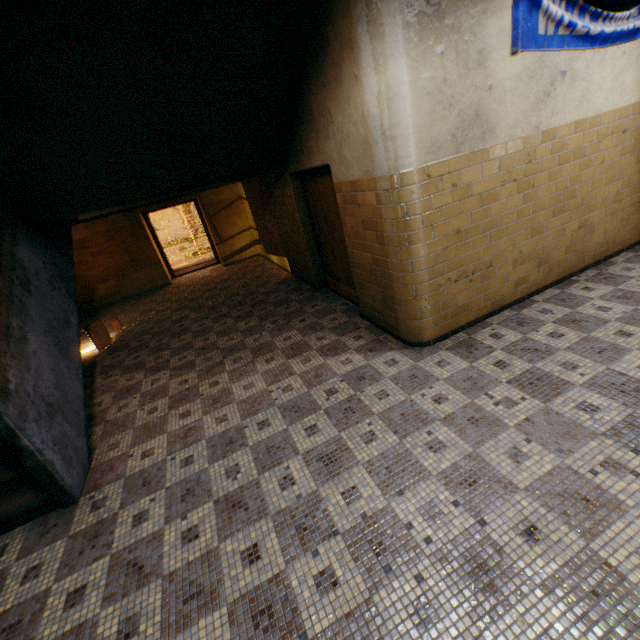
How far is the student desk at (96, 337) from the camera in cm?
619

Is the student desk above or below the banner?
below

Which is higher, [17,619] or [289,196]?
[289,196]

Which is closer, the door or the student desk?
the door

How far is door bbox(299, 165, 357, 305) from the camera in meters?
4.8

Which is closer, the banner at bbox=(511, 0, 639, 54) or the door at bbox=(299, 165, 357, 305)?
the banner at bbox=(511, 0, 639, 54)

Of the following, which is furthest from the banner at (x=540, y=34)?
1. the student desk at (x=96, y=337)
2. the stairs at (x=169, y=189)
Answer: the student desk at (x=96, y=337)

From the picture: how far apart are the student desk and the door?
4.5 meters
